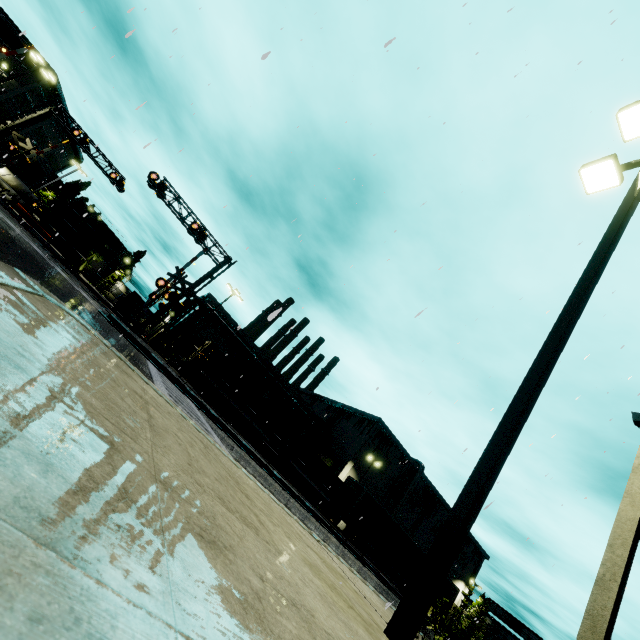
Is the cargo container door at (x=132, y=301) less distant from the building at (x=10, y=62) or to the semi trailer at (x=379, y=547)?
the building at (x=10, y=62)

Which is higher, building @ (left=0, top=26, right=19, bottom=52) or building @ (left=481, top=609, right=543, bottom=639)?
building @ (left=0, top=26, right=19, bottom=52)

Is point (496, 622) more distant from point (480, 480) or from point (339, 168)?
point (339, 168)

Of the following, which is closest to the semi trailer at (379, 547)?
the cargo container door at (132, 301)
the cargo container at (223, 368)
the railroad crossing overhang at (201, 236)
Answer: the cargo container at (223, 368)

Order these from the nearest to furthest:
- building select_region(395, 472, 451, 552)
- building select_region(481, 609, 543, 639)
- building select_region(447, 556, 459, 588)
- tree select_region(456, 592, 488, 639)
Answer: building select_region(395, 472, 451, 552), tree select_region(456, 592, 488, 639), building select_region(481, 609, 543, 639), building select_region(447, 556, 459, 588)

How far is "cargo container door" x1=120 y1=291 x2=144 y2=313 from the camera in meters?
42.0

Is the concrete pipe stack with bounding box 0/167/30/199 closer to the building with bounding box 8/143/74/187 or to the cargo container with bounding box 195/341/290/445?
the building with bounding box 8/143/74/187

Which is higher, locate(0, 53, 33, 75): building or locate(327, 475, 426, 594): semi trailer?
locate(0, 53, 33, 75): building
